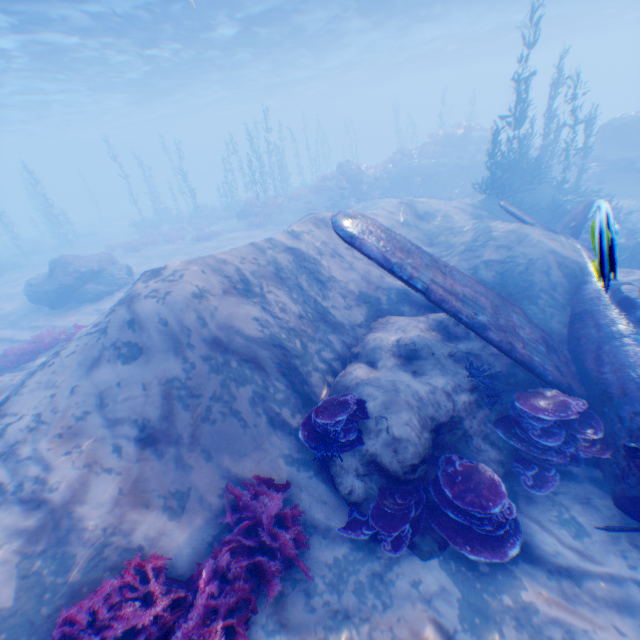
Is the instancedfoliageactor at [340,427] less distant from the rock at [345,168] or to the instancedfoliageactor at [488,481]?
the instancedfoliageactor at [488,481]

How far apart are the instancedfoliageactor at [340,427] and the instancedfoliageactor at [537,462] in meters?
2.5 m

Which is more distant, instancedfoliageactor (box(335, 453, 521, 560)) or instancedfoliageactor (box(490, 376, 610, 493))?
instancedfoliageactor (box(490, 376, 610, 493))

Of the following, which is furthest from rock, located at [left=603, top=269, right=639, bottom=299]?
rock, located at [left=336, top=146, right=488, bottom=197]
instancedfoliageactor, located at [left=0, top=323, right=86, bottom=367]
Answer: instancedfoliageactor, located at [left=0, top=323, right=86, bottom=367]

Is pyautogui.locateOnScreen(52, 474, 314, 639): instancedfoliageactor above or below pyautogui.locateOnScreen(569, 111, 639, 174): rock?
below

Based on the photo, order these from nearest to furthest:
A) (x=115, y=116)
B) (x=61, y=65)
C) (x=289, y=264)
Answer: (x=289, y=264) → (x=61, y=65) → (x=115, y=116)

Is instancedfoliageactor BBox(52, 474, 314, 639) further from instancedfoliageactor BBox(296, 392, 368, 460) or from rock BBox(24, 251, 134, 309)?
instancedfoliageactor BBox(296, 392, 368, 460)
